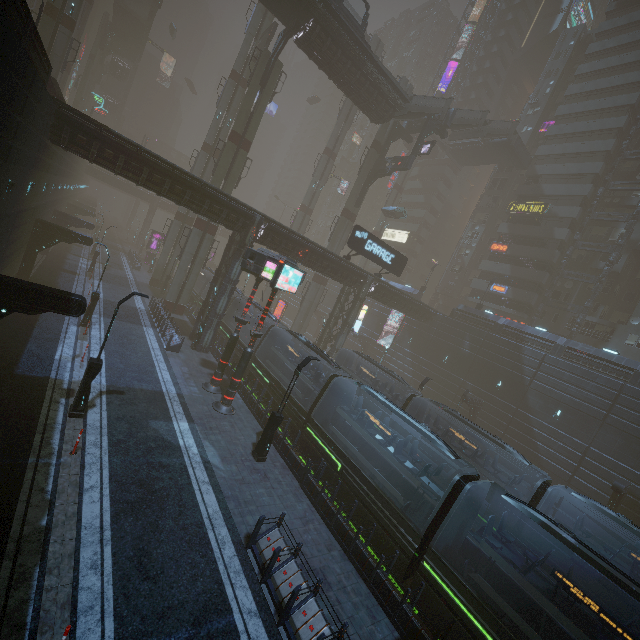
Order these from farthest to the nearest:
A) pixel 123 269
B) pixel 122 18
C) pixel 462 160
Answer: pixel 122 18 → pixel 462 160 → pixel 123 269

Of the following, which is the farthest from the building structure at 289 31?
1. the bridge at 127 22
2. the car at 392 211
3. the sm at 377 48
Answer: the bridge at 127 22

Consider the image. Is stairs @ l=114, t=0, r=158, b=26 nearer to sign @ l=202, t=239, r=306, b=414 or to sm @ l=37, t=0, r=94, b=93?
sm @ l=37, t=0, r=94, b=93

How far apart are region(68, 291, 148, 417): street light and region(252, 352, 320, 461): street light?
7.1m

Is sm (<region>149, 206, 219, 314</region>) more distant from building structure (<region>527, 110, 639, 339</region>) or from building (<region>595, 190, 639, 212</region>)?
building structure (<region>527, 110, 639, 339</region>)

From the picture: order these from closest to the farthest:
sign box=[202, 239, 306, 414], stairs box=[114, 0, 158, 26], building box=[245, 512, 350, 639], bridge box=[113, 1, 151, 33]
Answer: building box=[245, 512, 350, 639], sign box=[202, 239, 306, 414], stairs box=[114, 0, 158, 26], bridge box=[113, 1, 151, 33]

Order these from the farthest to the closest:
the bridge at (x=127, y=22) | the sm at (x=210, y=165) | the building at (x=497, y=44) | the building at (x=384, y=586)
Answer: the building at (x=497, y=44) → the bridge at (x=127, y=22) → the sm at (x=210, y=165) → the building at (x=384, y=586)

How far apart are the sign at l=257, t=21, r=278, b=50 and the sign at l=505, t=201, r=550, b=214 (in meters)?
38.03
